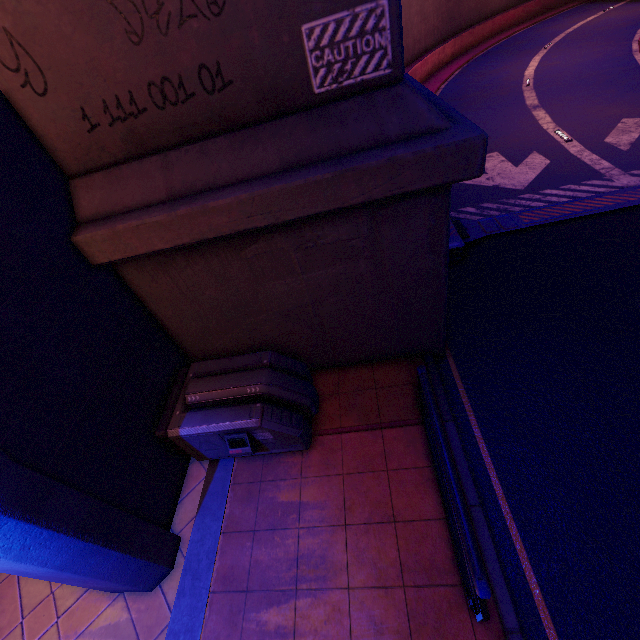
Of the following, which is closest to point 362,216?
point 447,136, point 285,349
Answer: point 447,136

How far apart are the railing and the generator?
1.7m

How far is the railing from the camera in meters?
3.0

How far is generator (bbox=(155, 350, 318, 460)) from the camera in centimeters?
486cm

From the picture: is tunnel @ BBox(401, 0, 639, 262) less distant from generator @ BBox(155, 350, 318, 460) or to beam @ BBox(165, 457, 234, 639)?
generator @ BBox(155, 350, 318, 460)

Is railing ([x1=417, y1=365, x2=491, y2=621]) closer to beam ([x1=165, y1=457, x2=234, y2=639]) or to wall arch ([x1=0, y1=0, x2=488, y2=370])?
wall arch ([x1=0, y1=0, x2=488, y2=370])

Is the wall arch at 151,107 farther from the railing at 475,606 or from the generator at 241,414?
the railing at 475,606

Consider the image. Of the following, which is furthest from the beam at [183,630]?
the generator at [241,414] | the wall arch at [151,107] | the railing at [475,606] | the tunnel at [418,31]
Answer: the tunnel at [418,31]
